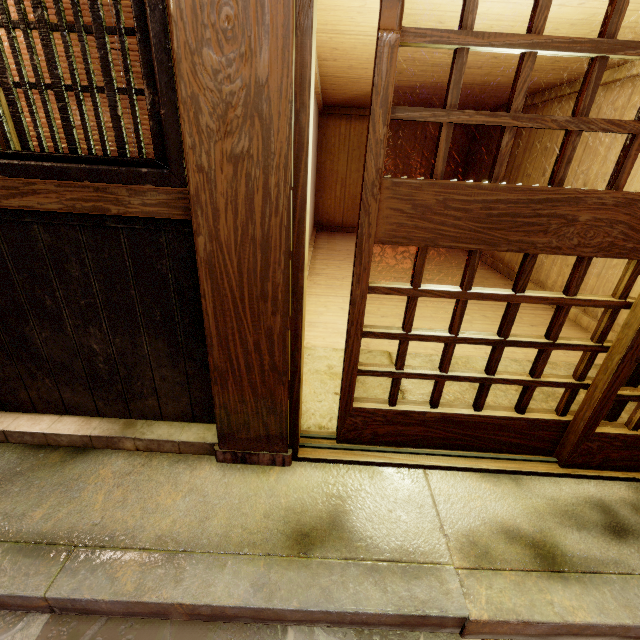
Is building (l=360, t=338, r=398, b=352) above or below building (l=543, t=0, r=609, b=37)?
below

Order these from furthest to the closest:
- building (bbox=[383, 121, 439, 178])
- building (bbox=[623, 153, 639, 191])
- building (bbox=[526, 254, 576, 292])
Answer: building (bbox=[383, 121, 439, 178]) → building (bbox=[526, 254, 576, 292]) → building (bbox=[623, 153, 639, 191])

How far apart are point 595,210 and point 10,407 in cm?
645

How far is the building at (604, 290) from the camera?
6.9m

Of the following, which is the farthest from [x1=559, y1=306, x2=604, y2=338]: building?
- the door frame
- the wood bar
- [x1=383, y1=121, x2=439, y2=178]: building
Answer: [x1=383, y1=121, x2=439, y2=178]: building

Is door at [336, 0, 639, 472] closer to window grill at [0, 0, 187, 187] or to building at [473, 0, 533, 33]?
building at [473, 0, 533, 33]

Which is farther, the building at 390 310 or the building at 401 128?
the building at 401 128

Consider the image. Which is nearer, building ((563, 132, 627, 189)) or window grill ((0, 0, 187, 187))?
window grill ((0, 0, 187, 187))
